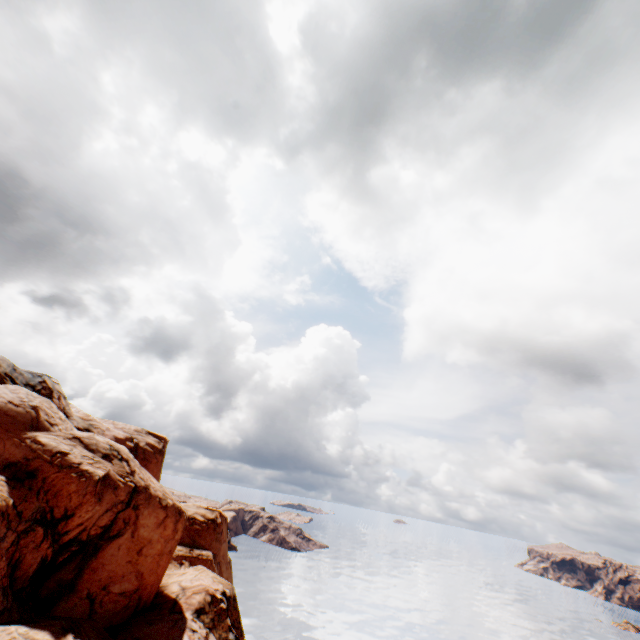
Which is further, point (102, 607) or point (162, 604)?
point (162, 604)
